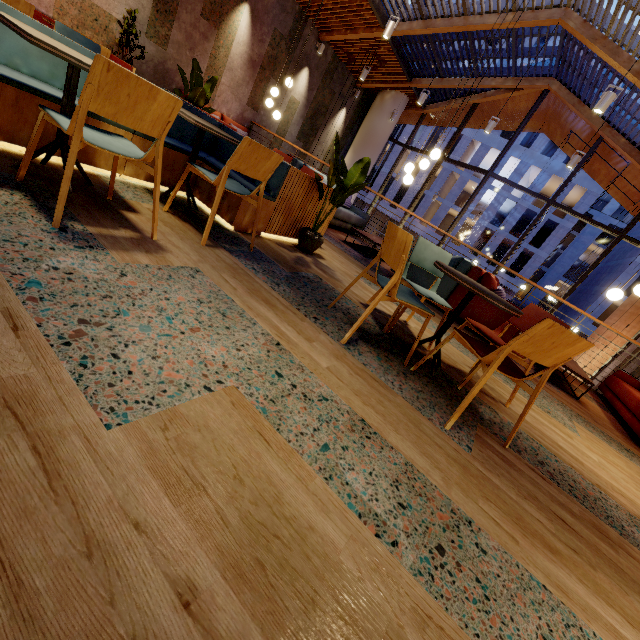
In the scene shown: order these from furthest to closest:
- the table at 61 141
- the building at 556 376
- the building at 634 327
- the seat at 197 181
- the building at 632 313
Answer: the building at 632 313 → the building at 634 327 → the building at 556 376 → the seat at 197 181 → the table at 61 141

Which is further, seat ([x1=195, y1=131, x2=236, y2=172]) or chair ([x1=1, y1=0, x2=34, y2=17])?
chair ([x1=1, y1=0, x2=34, y2=17])

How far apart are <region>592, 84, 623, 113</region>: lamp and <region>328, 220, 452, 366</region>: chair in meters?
4.0 m

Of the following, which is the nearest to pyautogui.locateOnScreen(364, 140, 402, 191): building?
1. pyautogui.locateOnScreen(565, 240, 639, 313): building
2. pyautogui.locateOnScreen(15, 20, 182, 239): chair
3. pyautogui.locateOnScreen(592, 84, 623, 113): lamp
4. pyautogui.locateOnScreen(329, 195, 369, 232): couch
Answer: pyautogui.locateOnScreen(565, 240, 639, 313): building

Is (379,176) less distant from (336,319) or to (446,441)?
(336,319)

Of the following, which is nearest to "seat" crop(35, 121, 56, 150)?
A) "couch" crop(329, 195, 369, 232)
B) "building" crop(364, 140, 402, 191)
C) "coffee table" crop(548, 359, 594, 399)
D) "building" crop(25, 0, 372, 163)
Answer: "building" crop(25, 0, 372, 163)

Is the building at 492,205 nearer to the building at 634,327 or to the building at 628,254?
the building at 628,254

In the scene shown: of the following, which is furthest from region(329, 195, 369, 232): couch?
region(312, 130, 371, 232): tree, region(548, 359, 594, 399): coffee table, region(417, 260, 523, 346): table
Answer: region(548, 359, 594, 399): coffee table
